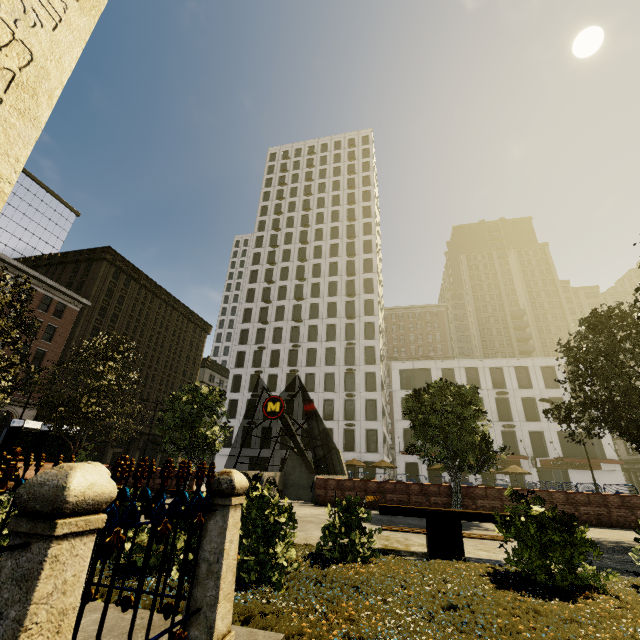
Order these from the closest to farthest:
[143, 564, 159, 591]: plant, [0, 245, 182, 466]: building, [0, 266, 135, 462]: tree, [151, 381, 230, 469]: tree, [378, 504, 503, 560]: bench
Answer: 1. [143, 564, 159, 591]: plant
2. [378, 504, 503, 560]: bench
3. [0, 266, 135, 462]: tree
4. [151, 381, 230, 469]: tree
5. [0, 245, 182, 466]: building

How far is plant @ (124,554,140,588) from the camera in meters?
4.1

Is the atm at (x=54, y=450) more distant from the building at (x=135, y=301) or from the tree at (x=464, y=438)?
the building at (x=135, y=301)

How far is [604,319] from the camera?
12.0m

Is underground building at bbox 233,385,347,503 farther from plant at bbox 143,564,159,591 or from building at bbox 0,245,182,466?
building at bbox 0,245,182,466

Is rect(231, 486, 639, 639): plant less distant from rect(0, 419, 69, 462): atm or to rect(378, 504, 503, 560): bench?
rect(378, 504, 503, 560): bench

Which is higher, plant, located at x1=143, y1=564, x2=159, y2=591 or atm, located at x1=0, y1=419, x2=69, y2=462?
atm, located at x1=0, y1=419, x2=69, y2=462

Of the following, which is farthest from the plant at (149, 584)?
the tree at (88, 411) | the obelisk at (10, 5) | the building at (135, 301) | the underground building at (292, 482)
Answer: the building at (135, 301)
